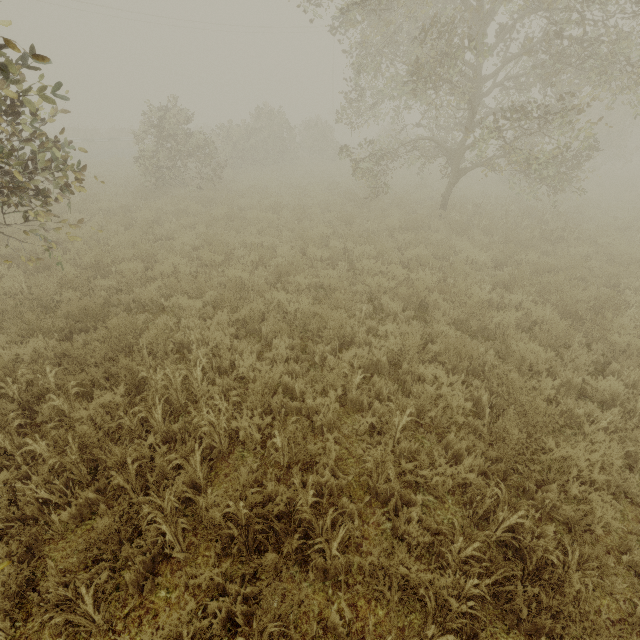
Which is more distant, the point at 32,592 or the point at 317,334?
Answer: the point at 317,334

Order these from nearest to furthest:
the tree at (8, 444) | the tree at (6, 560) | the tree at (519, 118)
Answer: the tree at (6, 560) < the tree at (8, 444) < the tree at (519, 118)

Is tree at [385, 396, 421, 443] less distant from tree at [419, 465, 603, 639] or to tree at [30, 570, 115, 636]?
tree at [30, 570, 115, 636]

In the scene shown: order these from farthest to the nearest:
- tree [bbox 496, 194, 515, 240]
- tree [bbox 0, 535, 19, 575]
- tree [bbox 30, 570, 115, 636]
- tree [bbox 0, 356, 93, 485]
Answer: tree [bbox 496, 194, 515, 240]
tree [bbox 0, 356, 93, 485]
tree [bbox 30, 570, 115, 636]
tree [bbox 0, 535, 19, 575]

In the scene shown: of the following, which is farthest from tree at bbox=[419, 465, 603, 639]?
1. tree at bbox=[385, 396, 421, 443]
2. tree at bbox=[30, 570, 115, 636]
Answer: tree at bbox=[385, 396, 421, 443]

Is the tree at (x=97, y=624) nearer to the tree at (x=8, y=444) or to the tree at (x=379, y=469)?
the tree at (x=8, y=444)

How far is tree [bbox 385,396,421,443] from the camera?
3.8m

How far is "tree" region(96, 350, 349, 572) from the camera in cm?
277
